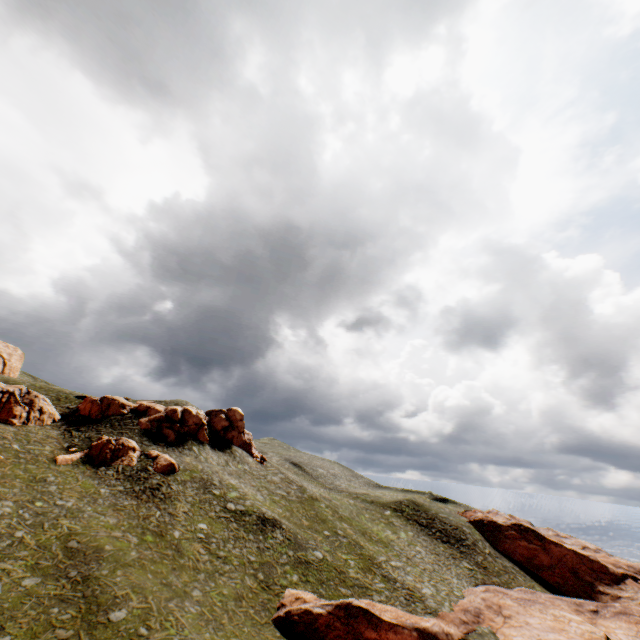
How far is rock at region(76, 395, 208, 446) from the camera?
52.0 meters

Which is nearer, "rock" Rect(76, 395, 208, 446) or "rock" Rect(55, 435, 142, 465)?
"rock" Rect(55, 435, 142, 465)

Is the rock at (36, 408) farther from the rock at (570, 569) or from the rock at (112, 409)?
the rock at (570, 569)

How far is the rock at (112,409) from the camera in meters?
52.0 m

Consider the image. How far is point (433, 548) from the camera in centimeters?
5184cm

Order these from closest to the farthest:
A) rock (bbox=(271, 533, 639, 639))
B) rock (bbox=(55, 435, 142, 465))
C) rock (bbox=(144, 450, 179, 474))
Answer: rock (bbox=(271, 533, 639, 639)) → rock (bbox=(55, 435, 142, 465)) → rock (bbox=(144, 450, 179, 474))

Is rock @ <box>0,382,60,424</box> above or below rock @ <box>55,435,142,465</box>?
above

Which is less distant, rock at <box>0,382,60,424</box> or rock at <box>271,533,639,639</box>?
rock at <box>271,533,639,639</box>
